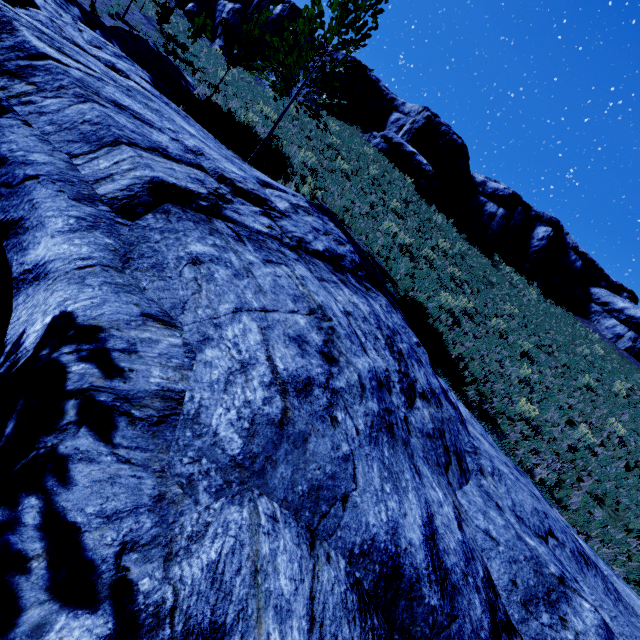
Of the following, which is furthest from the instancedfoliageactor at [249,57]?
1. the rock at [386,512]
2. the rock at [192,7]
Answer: the rock at [192,7]

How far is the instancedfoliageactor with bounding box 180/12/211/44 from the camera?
17.7m

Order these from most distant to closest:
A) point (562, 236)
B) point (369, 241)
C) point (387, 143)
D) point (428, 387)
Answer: → point (562, 236) < point (387, 143) < point (369, 241) < point (428, 387)

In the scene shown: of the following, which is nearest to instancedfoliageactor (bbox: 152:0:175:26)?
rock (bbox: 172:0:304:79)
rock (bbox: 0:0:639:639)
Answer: rock (bbox: 0:0:639:639)

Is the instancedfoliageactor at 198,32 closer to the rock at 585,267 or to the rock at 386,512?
the rock at 386,512

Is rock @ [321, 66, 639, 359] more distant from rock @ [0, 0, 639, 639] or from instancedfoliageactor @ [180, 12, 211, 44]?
rock @ [0, 0, 639, 639]
